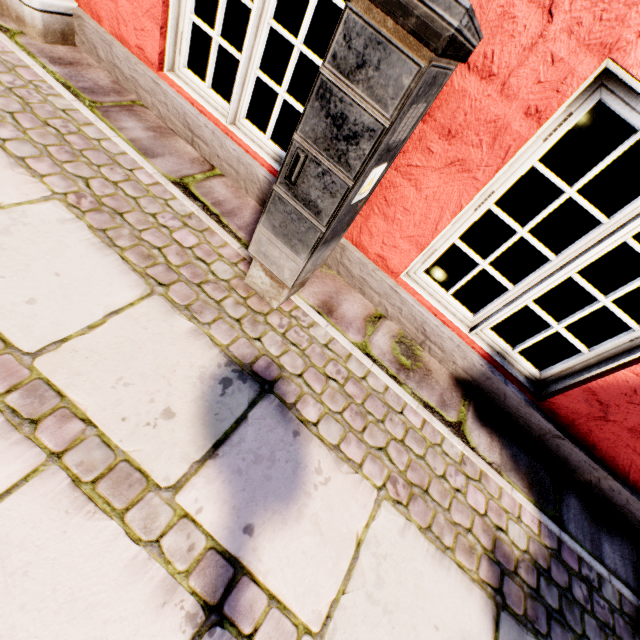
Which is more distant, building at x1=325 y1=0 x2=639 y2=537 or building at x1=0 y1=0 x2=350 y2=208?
building at x1=0 y1=0 x2=350 y2=208

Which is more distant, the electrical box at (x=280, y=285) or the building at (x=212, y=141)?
the building at (x=212, y=141)

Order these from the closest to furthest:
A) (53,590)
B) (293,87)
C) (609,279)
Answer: (53,590) → (293,87) → (609,279)

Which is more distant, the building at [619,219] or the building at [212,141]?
the building at [212,141]

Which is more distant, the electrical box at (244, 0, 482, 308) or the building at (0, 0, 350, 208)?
the building at (0, 0, 350, 208)
